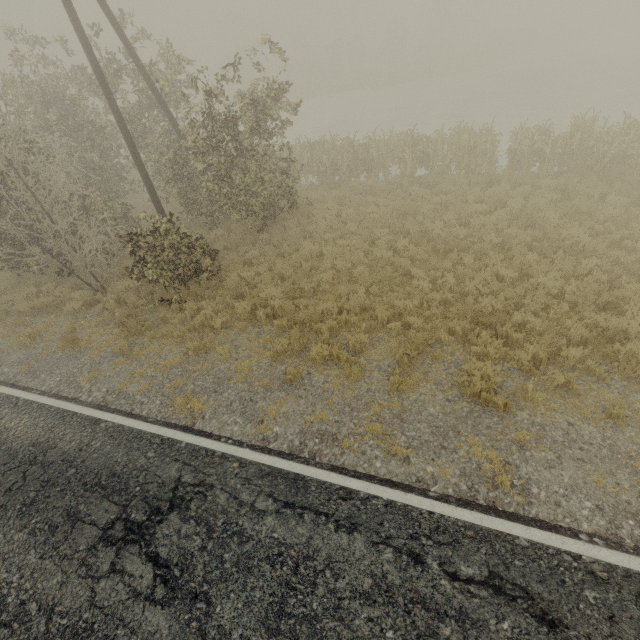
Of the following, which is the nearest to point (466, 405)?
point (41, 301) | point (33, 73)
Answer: point (41, 301)
